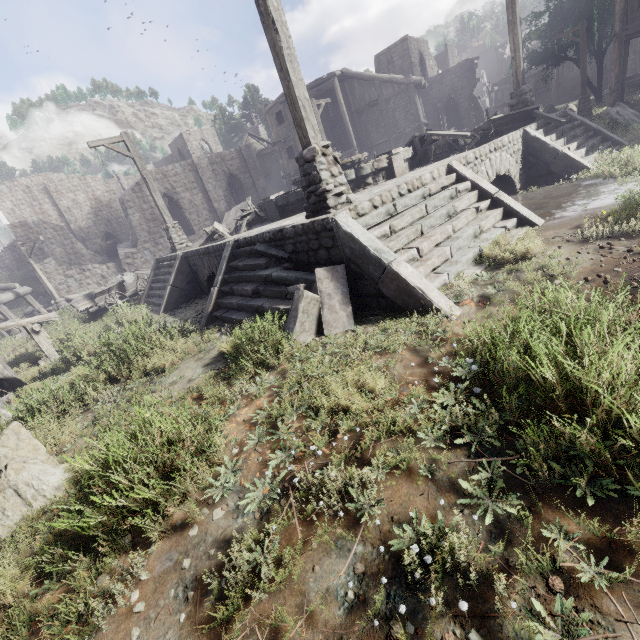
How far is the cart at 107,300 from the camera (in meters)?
14.00

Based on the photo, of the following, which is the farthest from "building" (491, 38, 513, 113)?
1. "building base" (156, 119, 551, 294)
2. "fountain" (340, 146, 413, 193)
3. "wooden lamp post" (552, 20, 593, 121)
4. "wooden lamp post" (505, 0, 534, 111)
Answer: "fountain" (340, 146, 413, 193)

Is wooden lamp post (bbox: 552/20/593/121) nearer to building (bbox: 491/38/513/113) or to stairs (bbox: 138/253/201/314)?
building (bbox: 491/38/513/113)

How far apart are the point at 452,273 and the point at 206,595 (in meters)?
4.88

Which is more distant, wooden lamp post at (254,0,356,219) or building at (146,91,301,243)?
building at (146,91,301,243)

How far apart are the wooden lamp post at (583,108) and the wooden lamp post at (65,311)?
30.9m

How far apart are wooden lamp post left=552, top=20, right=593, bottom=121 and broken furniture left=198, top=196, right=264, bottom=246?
19.3 meters

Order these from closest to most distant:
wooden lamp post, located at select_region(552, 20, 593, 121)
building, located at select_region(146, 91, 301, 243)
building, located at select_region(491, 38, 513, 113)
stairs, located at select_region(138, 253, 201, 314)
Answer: stairs, located at select_region(138, 253, 201, 314), wooden lamp post, located at select_region(552, 20, 593, 121), building, located at select_region(146, 91, 301, 243), building, located at select_region(491, 38, 513, 113)
